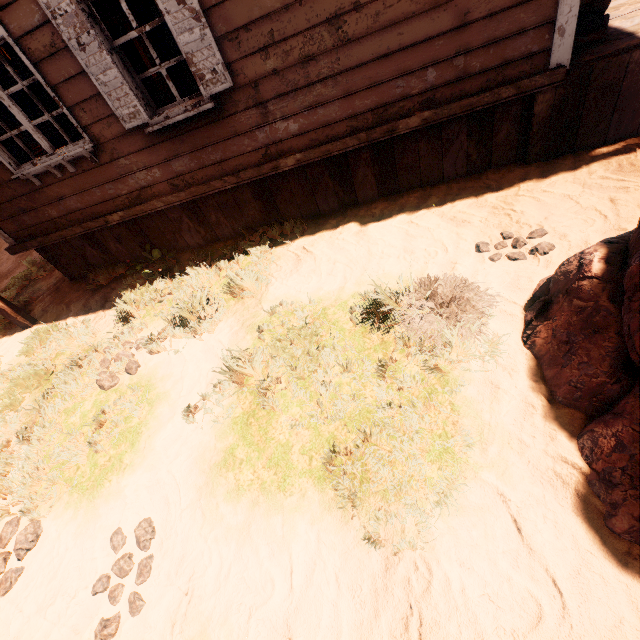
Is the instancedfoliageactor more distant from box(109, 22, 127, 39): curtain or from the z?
box(109, 22, 127, 39): curtain

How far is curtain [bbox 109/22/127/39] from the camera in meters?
3.3 m

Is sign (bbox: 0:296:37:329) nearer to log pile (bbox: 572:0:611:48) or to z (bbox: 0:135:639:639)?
z (bbox: 0:135:639:639)

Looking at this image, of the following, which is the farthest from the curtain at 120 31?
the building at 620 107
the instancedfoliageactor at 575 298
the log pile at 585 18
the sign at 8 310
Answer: the log pile at 585 18

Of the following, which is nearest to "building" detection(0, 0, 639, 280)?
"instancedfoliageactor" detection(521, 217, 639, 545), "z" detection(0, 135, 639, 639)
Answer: "z" detection(0, 135, 639, 639)

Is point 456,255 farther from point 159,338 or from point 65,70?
point 65,70

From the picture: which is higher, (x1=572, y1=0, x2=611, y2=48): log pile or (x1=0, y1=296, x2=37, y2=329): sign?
(x1=572, y1=0, x2=611, y2=48): log pile

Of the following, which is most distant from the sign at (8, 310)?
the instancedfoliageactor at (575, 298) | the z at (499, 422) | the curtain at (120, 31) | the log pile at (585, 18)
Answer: the log pile at (585, 18)
